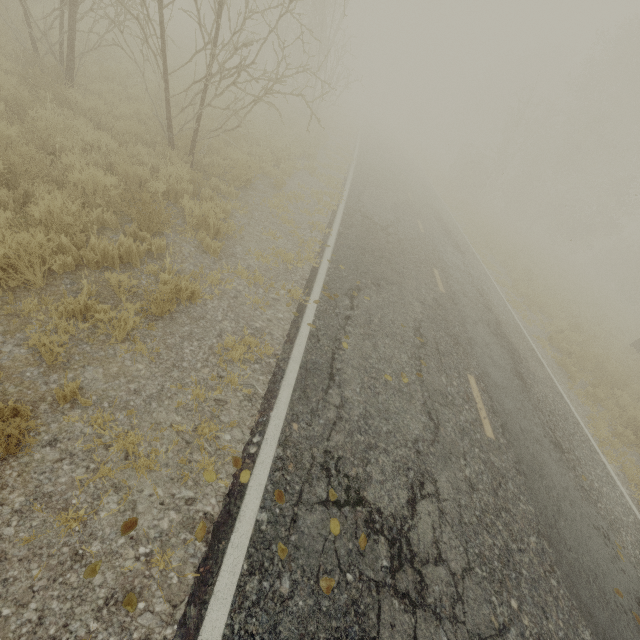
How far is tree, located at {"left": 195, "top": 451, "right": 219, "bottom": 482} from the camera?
3.22m

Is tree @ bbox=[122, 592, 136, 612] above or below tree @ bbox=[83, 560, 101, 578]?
above

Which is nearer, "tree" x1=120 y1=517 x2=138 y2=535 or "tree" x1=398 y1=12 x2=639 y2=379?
"tree" x1=120 y1=517 x2=138 y2=535

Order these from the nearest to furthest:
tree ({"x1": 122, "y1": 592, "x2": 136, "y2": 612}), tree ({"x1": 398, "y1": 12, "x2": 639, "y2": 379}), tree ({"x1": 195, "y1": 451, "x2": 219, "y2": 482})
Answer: tree ({"x1": 122, "y1": 592, "x2": 136, "y2": 612}) < tree ({"x1": 195, "y1": 451, "x2": 219, "y2": 482}) < tree ({"x1": 398, "y1": 12, "x2": 639, "y2": 379})

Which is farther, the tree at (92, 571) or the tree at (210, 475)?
the tree at (210, 475)

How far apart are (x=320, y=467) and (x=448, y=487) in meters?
1.9
